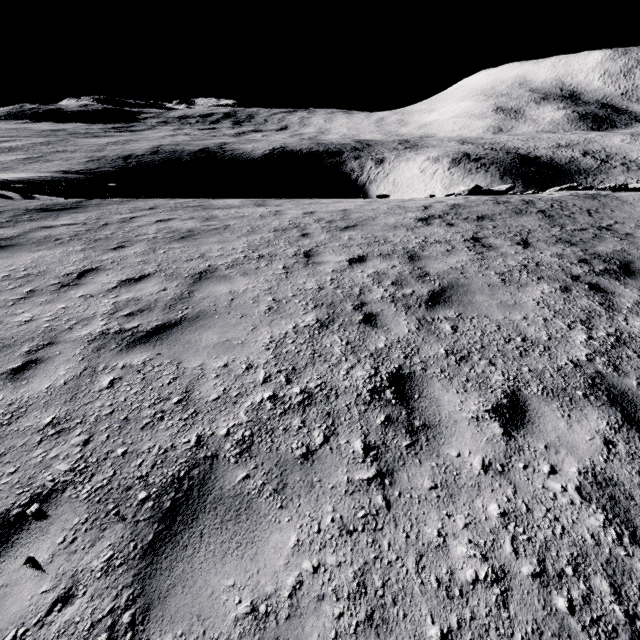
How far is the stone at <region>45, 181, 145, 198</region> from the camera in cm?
1411

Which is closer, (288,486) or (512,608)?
(512,608)

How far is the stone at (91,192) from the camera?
14.1m

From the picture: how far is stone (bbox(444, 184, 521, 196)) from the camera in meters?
15.6

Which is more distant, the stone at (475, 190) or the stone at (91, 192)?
the stone at (475, 190)

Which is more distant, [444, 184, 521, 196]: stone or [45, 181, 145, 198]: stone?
[444, 184, 521, 196]: stone
